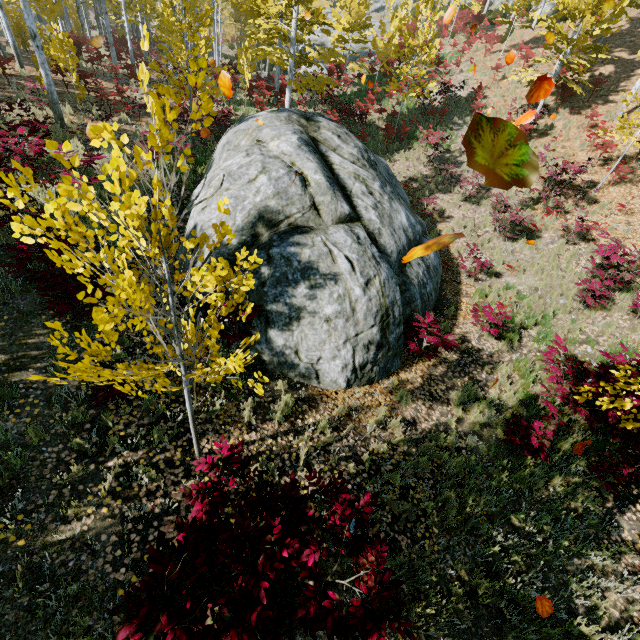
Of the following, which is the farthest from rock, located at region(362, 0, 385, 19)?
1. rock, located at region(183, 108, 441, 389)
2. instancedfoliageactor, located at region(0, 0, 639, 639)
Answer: rock, located at region(183, 108, 441, 389)

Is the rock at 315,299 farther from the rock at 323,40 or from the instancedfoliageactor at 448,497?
the rock at 323,40

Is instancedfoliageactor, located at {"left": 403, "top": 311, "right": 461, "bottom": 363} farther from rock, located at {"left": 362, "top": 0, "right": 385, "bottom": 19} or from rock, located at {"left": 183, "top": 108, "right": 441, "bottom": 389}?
rock, located at {"left": 183, "top": 108, "right": 441, "bottom": 389}

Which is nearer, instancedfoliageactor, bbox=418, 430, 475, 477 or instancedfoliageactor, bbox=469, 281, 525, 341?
instancedfoliageactor, bbox=418, 430, 475, 477

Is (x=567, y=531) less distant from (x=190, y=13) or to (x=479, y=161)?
(x=479, y=161)
